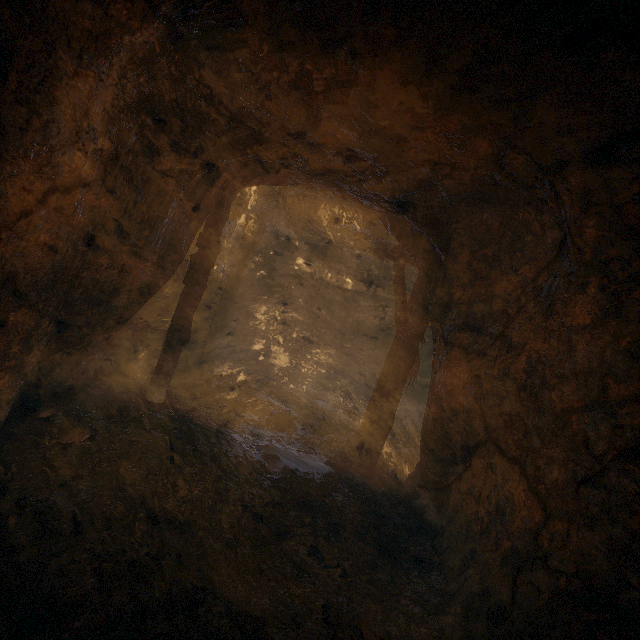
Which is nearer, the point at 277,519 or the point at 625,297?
the point at 625,297

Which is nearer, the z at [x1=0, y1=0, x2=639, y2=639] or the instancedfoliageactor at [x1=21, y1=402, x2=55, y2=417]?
the z at [x1=0, y1=0, x2=639, y2=639]

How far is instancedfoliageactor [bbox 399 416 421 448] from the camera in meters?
8.2

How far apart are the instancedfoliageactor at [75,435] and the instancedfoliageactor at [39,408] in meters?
0.5 m

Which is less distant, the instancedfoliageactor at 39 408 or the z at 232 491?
the z at 232 491

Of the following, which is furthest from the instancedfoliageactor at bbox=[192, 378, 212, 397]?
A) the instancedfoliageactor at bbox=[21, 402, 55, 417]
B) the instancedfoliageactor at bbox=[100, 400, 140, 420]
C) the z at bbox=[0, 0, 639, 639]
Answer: the instancedfoliageactor at bbox=[21, 402, 55, 417]

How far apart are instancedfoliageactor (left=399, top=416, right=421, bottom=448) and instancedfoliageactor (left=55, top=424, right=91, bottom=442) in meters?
7.6

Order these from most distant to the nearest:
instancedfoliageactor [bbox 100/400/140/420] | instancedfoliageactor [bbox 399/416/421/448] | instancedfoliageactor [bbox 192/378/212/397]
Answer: instancedfoliageactor [bbox 399/416/421/448], instancedfoliageactor [bbox 192/378/212/397], instancedfoliageactor [bbox 100/400/140/420]
